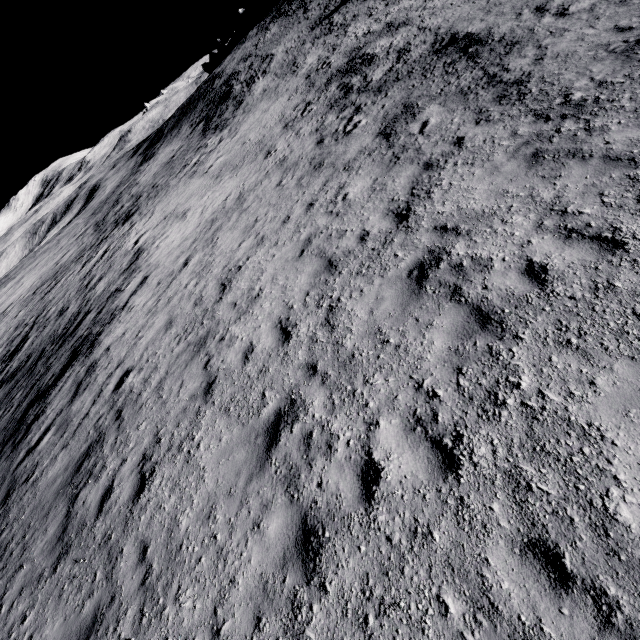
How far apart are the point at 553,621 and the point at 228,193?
18.7 meters
